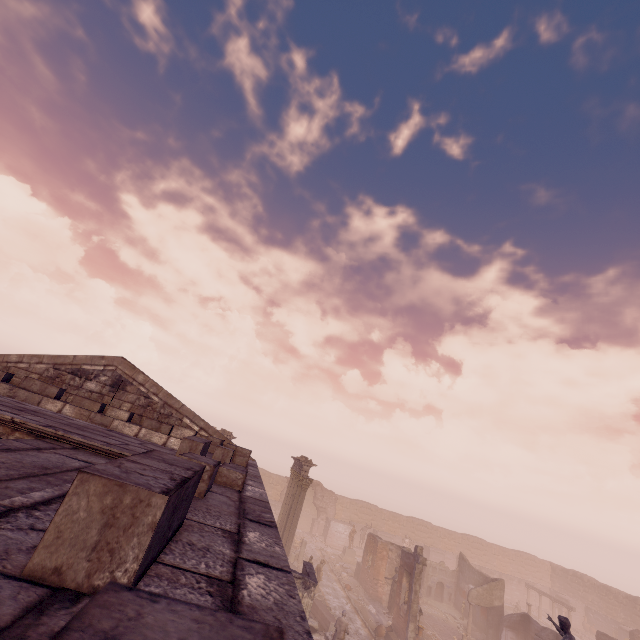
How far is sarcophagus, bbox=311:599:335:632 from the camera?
18.0 meters

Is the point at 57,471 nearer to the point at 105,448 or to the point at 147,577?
the point at 105,448

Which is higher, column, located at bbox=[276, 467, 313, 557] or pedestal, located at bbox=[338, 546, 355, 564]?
column, located at bbox=[276, 467, 313, 557]

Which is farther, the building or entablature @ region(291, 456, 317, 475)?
entablature @ region(291, 456, 317, 475)

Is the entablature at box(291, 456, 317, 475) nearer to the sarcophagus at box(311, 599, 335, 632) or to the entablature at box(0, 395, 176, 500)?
the sarcophagus at box(311, 599, 335, 632)

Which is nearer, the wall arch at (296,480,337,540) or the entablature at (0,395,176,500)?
the entablature at (0,395,176,500)

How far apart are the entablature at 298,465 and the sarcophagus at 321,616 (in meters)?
6.94

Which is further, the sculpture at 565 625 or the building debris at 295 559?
the building debris at 295 559
